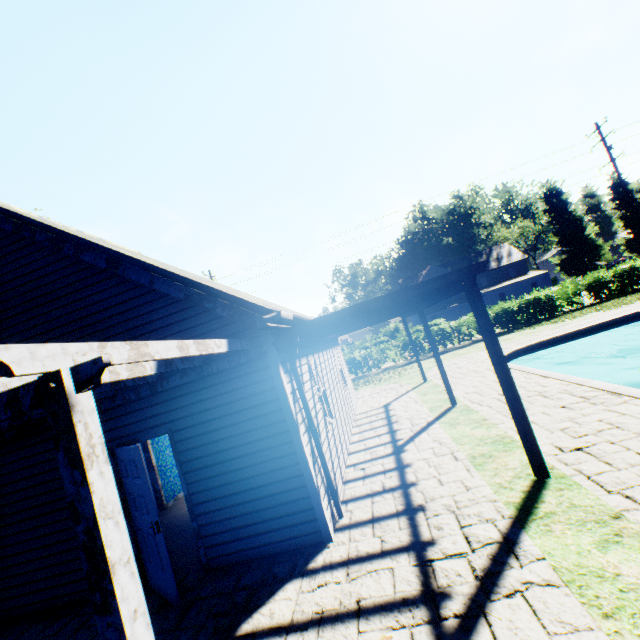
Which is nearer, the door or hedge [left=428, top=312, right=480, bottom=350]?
the door

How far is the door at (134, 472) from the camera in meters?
4.4 m

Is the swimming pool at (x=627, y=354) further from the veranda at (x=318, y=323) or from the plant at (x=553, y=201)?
the plant at (x=553, y=201)

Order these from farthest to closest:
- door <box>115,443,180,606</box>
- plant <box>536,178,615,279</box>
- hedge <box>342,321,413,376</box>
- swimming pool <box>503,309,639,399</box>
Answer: plant <box>536,178,615,279</box>
hedge <box>342,321,413,376</box>
swimming pool <box>503,309,639,399</box>
door <box>115,443,180,606</box>

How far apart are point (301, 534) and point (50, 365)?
4.3m

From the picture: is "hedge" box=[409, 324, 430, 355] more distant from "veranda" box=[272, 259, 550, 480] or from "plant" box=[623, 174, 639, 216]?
"veranda" box=[272, 259, 550, 480]

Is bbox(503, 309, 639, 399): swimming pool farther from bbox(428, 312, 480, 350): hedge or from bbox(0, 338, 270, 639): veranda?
bbox(428, 312, 480, 350): hedge

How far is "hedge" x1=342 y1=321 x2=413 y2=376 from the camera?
22.73m
